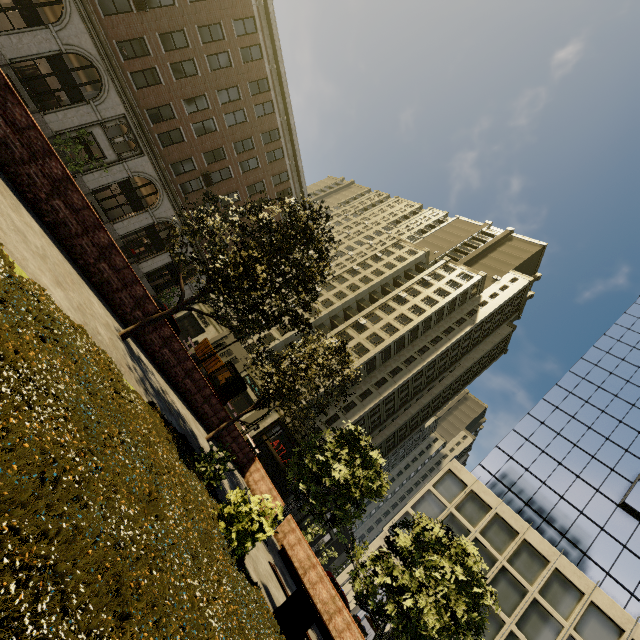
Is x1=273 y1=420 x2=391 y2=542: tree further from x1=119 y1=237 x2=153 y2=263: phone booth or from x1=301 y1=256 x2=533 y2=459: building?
x1=119 y1=237 x2=153 y2=263: phone booth

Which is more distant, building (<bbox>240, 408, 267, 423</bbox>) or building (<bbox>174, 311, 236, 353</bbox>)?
Result: building (<bbox>174, 311, 236, 353</bbox>)

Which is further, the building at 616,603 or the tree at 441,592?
the building at 616,603

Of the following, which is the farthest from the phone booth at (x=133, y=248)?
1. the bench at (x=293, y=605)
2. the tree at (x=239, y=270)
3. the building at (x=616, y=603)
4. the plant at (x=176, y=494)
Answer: the building at (x=616, y=603)

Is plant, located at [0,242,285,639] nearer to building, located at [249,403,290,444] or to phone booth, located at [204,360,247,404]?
phone booth, located at [204,360,247,404]

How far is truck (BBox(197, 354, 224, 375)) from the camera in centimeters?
3406cm

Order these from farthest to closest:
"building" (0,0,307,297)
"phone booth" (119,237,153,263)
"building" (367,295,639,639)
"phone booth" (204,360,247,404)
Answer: "phone booth" (119,237,153,263), "building" (367,295,639,639), "building" (0,0,307,297), "phone booth" (204,360,247,404)

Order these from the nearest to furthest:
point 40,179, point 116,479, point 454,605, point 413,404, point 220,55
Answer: point 116,479 → point 40,179 → point 454,605 → point 220,55 → point 413,404
